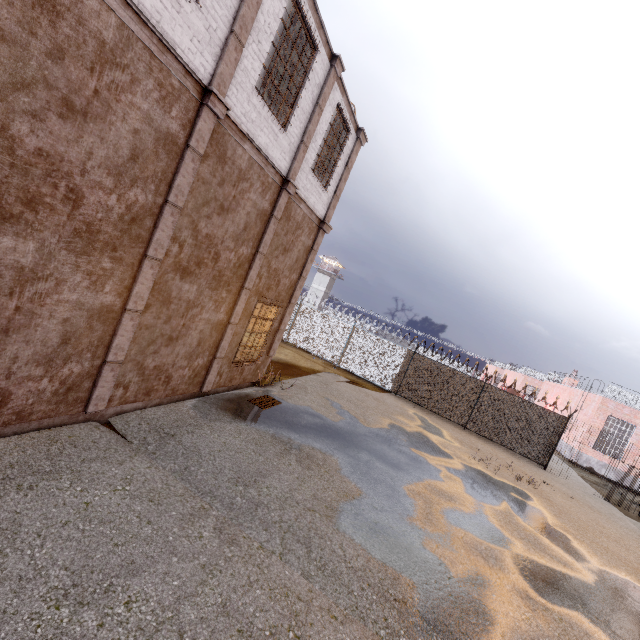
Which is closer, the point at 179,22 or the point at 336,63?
the point at 179,22

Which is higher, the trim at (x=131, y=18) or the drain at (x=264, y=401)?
the trim at (x=131, y=18)

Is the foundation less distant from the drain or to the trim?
the trim

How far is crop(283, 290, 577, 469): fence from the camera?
Result: 16.5 meters

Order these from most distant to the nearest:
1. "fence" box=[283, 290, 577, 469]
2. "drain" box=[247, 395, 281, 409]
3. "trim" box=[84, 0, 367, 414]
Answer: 1. "fence" box=[283, 290, 577, 469]
2. "drain" box=[247, 395, 281, 409]
3. "trim" box=[84, 0, 367, 414]

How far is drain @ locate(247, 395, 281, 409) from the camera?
9.25m

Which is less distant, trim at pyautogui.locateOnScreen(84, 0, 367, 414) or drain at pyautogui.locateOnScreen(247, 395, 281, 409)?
trim at pyautogui.locateOnScreen(84, 0, 367, 414)

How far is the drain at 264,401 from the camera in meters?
9.3 m
